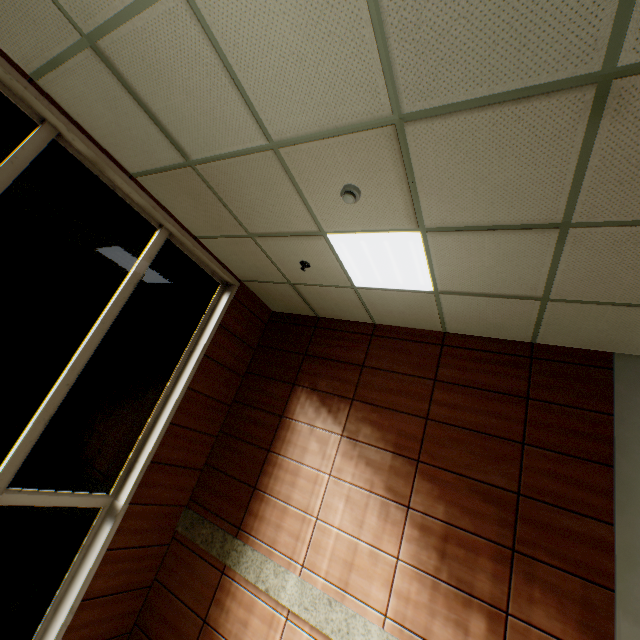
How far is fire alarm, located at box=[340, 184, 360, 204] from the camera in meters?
2.6

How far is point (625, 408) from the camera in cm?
319

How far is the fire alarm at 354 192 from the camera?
2.6m
